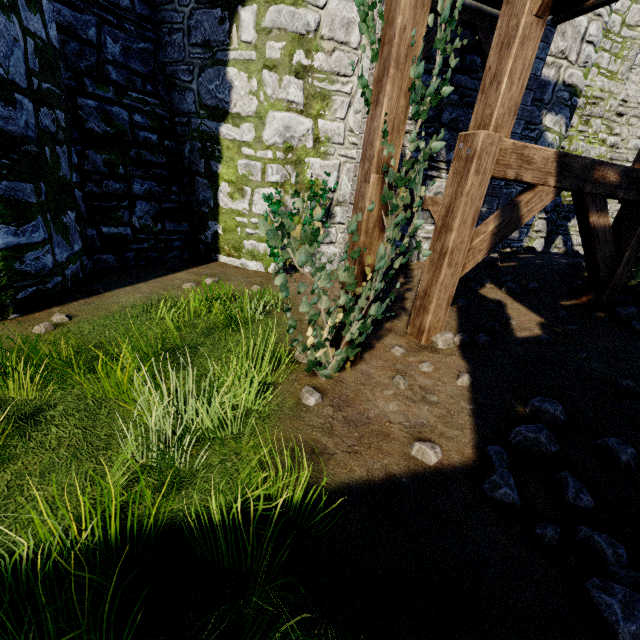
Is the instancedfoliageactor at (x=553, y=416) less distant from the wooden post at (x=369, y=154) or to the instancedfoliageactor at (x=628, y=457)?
the instancedfoliageactor at (x=628, y=457)

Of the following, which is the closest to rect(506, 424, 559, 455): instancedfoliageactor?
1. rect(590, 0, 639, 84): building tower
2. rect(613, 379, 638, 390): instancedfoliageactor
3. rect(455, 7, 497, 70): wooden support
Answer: rect(613, 379, 638, 390): instancedfoliageactor

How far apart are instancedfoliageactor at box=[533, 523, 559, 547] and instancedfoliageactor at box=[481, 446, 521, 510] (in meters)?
0.12

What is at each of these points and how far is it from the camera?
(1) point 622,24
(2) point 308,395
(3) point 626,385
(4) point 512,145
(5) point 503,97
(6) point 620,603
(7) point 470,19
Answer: (1) building tower, 10.33m
(2) instancedfoliageactor, 3.05m
(3) instancedfoliageactor, 3.49m
(4) wooden support, 3.58m
(5) stairs, 3.33m
(6) instancedfoliageactor, 1.66m
(7) wooden support, 5.74m

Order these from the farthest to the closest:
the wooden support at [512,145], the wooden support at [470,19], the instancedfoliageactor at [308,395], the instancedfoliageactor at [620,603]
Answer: the wooden support at [470,19]
the wooden support at [512,145]
the instancedfoliageactor at [308,395]
the instancedfoliageactor at [620,603]

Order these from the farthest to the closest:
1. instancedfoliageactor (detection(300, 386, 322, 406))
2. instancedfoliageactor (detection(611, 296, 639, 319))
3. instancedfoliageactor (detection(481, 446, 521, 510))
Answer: instancedfoliageactor (detection(611, 296, 639, 319)), instancedfoliageactor (detection(300, 386, 322, 406)), instancedfoliageactor (detection(481, 446, 521, 510))

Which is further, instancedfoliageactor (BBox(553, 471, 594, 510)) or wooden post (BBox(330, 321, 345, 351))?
wooden post (BBox(330, 321, 345, 351))

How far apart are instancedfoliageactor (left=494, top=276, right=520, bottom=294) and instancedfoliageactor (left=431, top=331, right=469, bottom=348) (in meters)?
2.18
